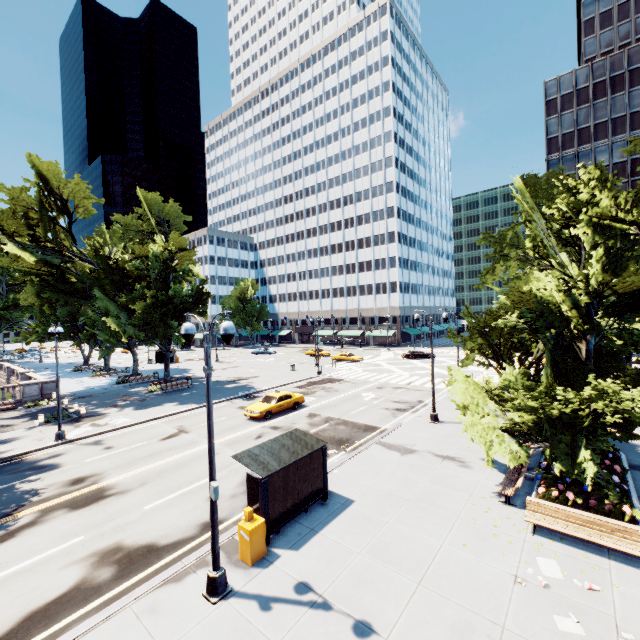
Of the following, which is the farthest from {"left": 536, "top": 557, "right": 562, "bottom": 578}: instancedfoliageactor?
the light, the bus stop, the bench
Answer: the light

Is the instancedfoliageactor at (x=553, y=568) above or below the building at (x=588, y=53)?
below

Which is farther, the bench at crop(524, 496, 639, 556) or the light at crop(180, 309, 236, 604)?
the bench at crop(524, 496, 639, 556)

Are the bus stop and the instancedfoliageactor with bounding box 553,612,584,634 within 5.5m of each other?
no

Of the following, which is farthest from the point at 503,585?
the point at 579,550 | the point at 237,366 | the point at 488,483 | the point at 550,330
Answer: the point at 237,366

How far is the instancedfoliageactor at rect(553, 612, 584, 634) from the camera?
7.2m

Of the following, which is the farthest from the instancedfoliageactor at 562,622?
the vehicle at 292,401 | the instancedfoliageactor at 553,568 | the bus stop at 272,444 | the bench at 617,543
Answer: the vehicle at 292,401

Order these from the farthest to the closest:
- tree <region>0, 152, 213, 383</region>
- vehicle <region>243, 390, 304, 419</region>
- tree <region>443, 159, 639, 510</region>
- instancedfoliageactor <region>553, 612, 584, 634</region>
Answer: tree <region>0, 152, 213, 383</region>, vehicle <region>243, 390, 304, 419</region>, tree <region>443, 159, 639, 510</region>, instancedfoliageactor <region>553, 612, 584, 634</region>
